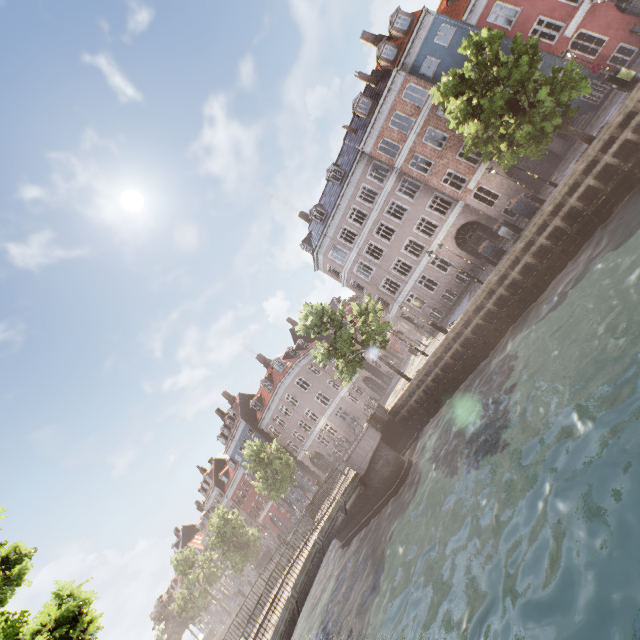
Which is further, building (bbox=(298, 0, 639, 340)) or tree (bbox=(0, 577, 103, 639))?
building (bbox=(298, 0, 639, 340))

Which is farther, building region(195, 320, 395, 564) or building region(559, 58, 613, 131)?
building region(195, 320, 395, 564)

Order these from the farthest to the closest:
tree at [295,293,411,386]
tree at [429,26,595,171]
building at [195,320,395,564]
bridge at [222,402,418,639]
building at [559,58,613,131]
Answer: building at [195,320,395,564]
tree at [295,293,411,386]
building at [559,58,613,131]
tree at [429,26,595,171]
bridge at [222,402,418,639]

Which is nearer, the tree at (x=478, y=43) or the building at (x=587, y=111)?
the tree at (x=478, y=43)

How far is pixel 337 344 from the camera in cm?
2139

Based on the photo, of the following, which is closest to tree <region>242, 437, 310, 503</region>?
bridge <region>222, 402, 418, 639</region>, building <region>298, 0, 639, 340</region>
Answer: bridge <region>222, 402, 418, 639</region>

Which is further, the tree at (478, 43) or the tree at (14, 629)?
the tree at (478, 43)
